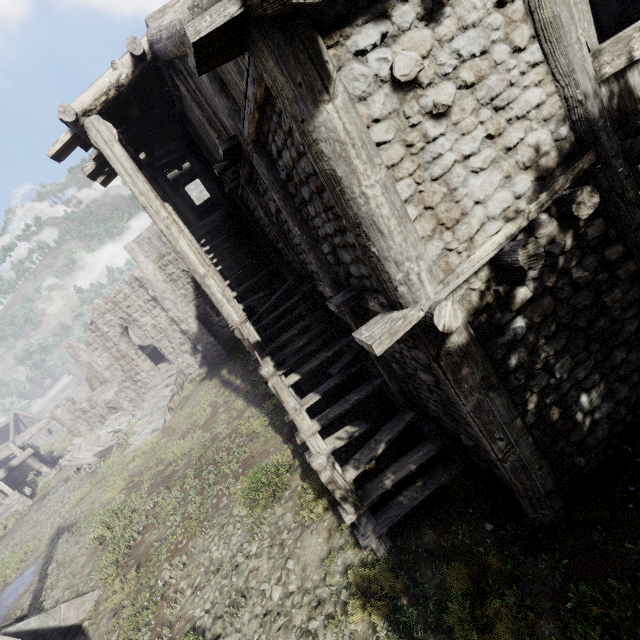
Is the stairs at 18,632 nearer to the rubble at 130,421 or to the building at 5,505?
the building at 5,505

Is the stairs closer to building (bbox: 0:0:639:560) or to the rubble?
building (bbox: 0:0:639:560)

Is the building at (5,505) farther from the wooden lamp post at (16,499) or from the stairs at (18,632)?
the stairs at (18,632)

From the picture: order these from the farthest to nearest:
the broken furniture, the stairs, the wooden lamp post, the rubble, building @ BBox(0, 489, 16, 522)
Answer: the rubble
building @ BBox(0, 489, 16, 522)
the wooden lamp post
the broken furniture
the stairs

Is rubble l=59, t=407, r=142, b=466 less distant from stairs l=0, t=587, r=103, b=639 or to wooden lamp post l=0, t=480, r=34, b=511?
wooden lamp post l=0, t=480, r=34, b=511

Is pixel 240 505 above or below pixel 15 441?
below

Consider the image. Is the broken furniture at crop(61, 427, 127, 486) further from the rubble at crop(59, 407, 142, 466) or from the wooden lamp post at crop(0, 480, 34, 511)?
the wooden lamp post at crop(0, 480, 34, 511)
